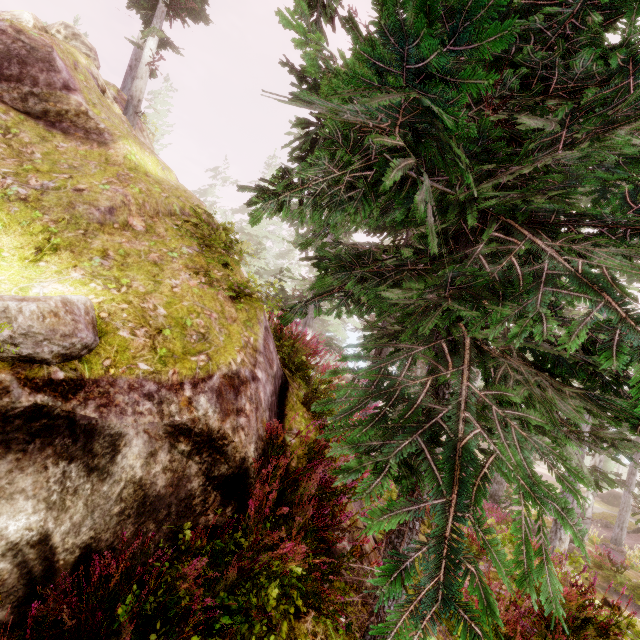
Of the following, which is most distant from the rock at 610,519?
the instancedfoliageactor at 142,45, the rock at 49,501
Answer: the rock at 49,501

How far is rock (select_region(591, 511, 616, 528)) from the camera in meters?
26.6

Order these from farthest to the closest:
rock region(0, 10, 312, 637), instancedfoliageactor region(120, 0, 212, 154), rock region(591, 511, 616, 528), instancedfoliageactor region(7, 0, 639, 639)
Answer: rock region(591, 511, 616, 528), instancedfoliageactor region(120, 0, 212, 154), rock region(0, 10, 312, 637), instancedfoliageactor region(7, 0, 639, 639)

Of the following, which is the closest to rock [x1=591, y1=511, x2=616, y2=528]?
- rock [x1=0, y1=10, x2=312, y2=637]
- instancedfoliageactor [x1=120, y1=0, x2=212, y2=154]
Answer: instancedfoliageactor [x1=120, y1=0, x2=212, y2=154]

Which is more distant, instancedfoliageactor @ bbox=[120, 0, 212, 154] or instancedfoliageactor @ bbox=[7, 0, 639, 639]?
instancedfoliageactor @ bbox=[120, 0, 212, 154]

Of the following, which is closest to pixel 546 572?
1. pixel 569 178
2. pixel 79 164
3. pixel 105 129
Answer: pixel 569 178

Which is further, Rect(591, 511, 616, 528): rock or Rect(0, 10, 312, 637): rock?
Rect(591, 511, 616, 528): rock

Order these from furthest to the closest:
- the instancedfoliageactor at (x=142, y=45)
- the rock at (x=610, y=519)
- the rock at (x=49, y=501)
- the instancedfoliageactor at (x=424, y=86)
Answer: the rock at (x=610, y=519)
the instancedfoliageactor at (x=142, y=45)
the rock at (x=49, y=501)
the instancedfoliageactor at (x=424, y=86)
